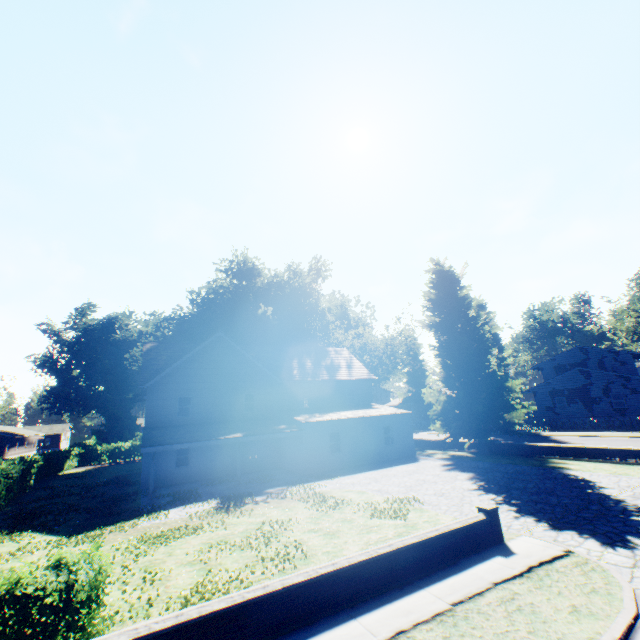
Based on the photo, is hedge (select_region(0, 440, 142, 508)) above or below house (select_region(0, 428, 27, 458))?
below

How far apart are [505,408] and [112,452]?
46.5m

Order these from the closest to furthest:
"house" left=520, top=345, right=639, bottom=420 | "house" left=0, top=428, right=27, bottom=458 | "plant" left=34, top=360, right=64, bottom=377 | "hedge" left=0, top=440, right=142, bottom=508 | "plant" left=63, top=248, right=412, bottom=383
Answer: "hedge" left=0, top=440, right=142, bottom=508, "house" left=520, top=345, right=639, bottom=420, "plant" left=63, top=248, right=412, bottom=383, "house" left=0, top=428, right=27, bottom=458, "plant" left=34, top=360, right=64, bottom=377

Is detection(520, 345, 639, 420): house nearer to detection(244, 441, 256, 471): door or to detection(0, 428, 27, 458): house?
detection(244, 441, 256, 471): door

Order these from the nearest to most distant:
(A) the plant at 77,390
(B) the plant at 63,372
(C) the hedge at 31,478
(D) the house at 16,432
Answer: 1. (C) the hedge at 31,478
2. (D) the house at 16,432
3. (A) the plant at 77,390
4. (B) the plant at 63,372

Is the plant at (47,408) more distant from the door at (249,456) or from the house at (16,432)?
the door at (249,456)

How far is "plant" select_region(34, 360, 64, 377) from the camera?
58.73m

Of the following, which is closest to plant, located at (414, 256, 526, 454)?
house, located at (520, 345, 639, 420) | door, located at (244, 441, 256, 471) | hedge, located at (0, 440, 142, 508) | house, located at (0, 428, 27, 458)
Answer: house, located at (520, 345, 639, 420)
